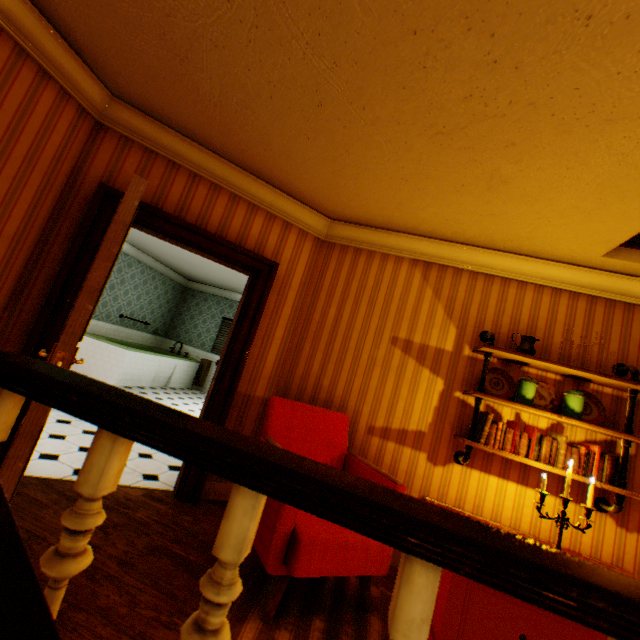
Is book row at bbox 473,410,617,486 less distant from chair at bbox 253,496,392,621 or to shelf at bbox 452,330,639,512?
shelf at bbox 452,330,639,512

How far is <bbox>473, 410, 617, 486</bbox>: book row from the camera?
2.6m

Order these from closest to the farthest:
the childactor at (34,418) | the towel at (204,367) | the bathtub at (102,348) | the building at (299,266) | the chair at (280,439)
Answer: the building at (299,266)
the childactor at (34,418)
the chair at (280,439)
the bathtub at (102,348)
the towel at (204,367)

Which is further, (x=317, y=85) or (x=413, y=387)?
(x=413, y=387)

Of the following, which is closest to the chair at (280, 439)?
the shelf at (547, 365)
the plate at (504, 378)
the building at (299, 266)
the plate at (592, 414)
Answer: the building at (299, 266)

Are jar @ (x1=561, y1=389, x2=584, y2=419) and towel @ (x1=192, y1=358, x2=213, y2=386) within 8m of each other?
no

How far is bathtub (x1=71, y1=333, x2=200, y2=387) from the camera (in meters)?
7.00

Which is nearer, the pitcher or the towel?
the pitcher
